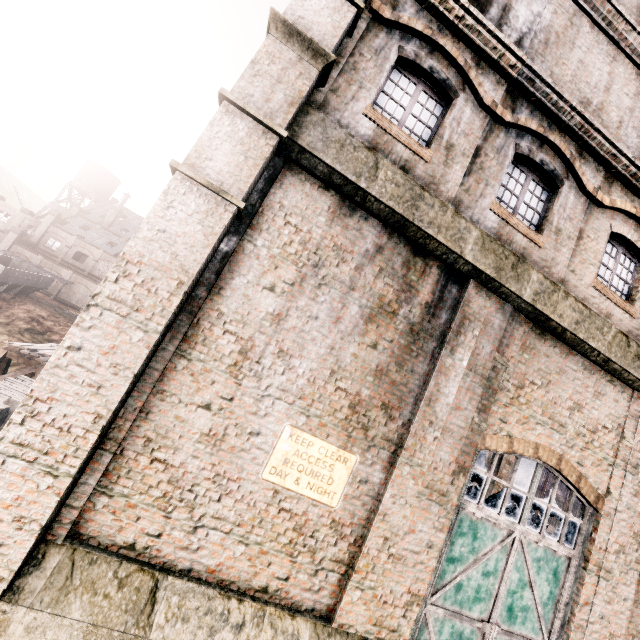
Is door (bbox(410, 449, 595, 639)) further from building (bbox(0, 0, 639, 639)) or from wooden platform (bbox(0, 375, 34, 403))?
wooden platform (bbox(0, 375, 34, 403))

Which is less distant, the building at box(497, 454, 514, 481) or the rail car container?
the building at box(497, 454, 514, 481)

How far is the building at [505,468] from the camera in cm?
1870

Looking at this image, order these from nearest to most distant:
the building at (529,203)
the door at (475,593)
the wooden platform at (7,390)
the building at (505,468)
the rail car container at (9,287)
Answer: the building at (529,203), the door at (475,593), the wooden platform at (7,390), the building at (505,468), the rail car container at (9,287)

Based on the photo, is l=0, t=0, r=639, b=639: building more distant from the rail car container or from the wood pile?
the rail car container

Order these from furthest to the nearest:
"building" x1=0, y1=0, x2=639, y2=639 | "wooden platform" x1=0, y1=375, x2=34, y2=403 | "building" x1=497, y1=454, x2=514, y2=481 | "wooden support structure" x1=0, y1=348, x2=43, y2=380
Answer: "wooden support structure" x1=0, y1=348, x2=43, y2=380, "building" x1=497, y1=454, x2=514, y2=481, "wooden platform" x1=0, y1=375, x2=34, y2=403, "building" x1=0, y1=0, x2=639, y2=639

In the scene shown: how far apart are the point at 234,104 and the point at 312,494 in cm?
730

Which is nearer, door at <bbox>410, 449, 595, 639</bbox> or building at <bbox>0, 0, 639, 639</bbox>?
building at <bbox>0, 0, 639, 639</bbox>
